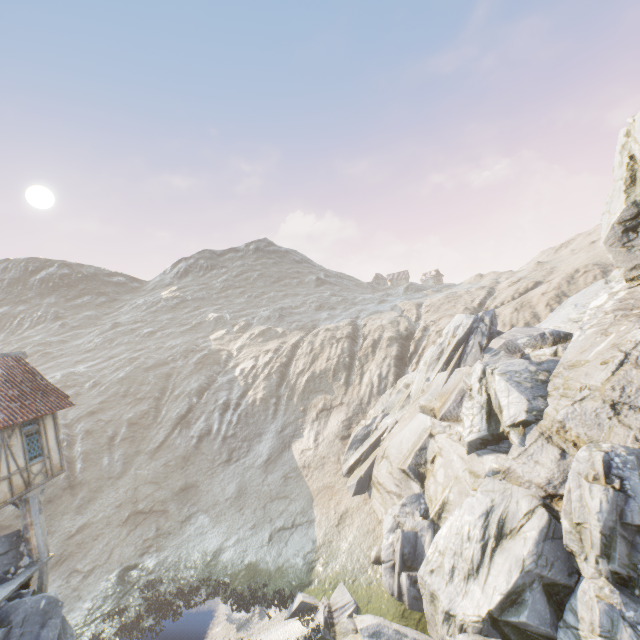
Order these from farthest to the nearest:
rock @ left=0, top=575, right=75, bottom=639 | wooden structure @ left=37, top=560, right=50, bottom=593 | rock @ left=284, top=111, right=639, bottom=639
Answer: wooden structure @ left=37, top=560, right=50, bottom=593 < rock @ left=0, top=575, right=75, bottom=639 < rock @ left=284, top=111, right=639, bottom=639

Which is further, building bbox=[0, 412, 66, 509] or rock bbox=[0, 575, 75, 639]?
building bbox=[0, 412, 66, 509]

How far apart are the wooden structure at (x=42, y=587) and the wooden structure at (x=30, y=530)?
0.1m

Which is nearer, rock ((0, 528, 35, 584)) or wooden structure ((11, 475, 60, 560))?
rock ((0, 528, 35, 584))

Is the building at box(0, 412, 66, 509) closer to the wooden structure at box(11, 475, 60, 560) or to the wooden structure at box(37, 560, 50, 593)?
the wooden structure at box(11, 475, 60, 560)

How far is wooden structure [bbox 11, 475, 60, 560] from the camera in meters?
13.7 m

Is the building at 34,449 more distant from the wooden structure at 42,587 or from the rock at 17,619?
the wooden structure at 42,587

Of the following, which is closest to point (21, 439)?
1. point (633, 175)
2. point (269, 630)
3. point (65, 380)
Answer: point (269, 630)
